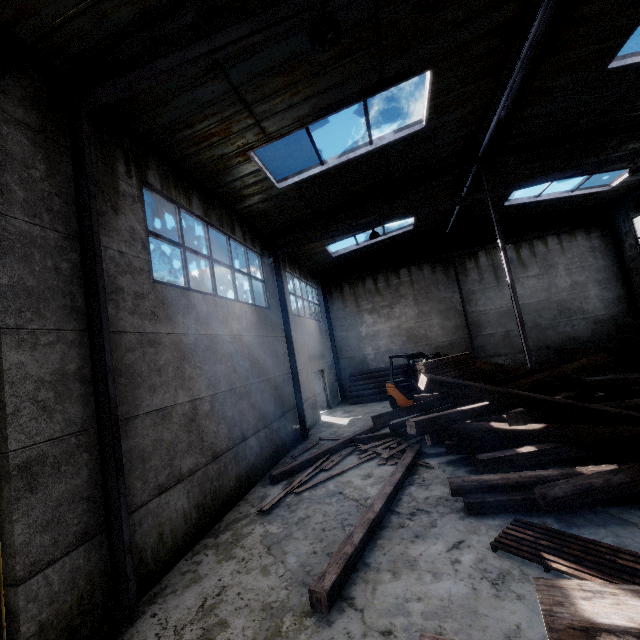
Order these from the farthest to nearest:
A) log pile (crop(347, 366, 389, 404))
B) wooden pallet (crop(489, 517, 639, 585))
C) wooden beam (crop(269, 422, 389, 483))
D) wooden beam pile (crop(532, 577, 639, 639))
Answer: log pile (crop(347, 366, 389, 404)) < wooden beam (crop(269, 422, 389, 483)) < wooden pallet (crop(489, 517, 639, 585)) < wooden beam pile (crop(532, 577, 639, 639))

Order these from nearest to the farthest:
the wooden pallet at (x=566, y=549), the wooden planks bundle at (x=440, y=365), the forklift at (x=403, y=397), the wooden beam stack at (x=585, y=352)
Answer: the wooden pallet at (x=566, y=549)
the wooden planks bundle at (x=440, y=365)
the forklift at (x=403, y=397)
the wooden beam stack at (x=585, y=352)

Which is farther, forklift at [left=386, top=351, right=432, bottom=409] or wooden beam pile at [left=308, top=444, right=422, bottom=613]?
forklift at [left=386, top=351, right=432, bottom=409]

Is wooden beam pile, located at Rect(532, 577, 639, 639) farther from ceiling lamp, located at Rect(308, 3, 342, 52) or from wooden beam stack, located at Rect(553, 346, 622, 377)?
wooden beam stack, located at Rect(553, 346, 622, 377)

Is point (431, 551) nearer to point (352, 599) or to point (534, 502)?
point (352, 599)

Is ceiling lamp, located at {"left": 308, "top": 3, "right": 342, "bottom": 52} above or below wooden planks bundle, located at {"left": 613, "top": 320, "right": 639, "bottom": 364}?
above

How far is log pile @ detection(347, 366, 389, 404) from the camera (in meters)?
16.91

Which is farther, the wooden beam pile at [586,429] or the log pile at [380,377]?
the log pile at [380,377]
